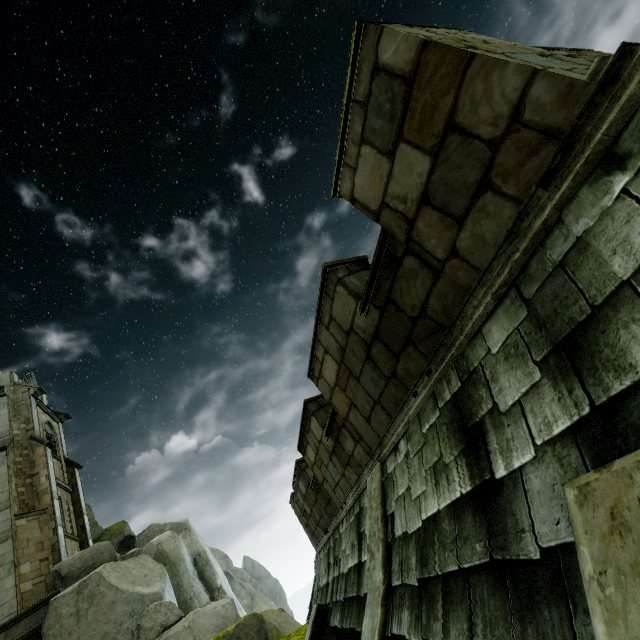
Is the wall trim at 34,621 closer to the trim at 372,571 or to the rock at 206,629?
the rock at 206,629

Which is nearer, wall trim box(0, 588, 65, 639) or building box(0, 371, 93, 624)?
wall trim box(0, 588, 65, 639)

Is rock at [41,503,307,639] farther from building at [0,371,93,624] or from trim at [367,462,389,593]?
trim at [367,462,389,593]

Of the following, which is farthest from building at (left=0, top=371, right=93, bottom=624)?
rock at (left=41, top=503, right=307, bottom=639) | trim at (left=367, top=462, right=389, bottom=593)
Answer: trim at (left=367, top=462, right=389, bottom=593)

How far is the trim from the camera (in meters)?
3.66

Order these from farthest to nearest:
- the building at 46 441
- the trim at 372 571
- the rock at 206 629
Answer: the building at 46 441, the rock at 206 629, the trim at 372 571

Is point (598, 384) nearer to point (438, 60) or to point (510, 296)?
point (510, 296)
